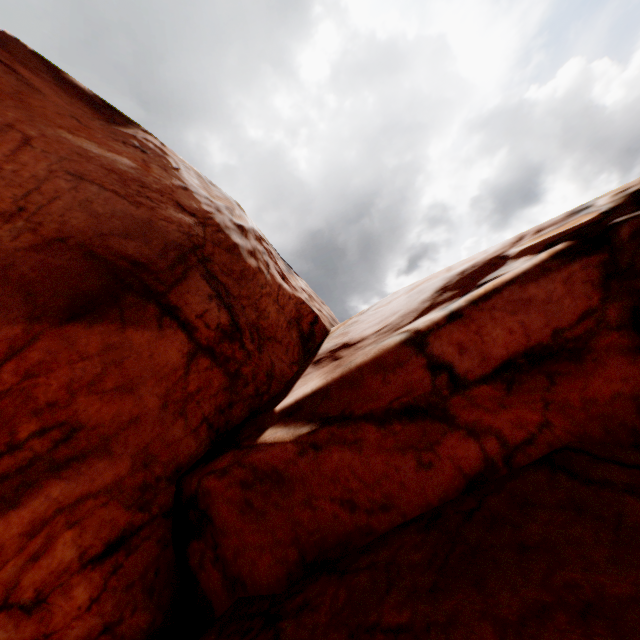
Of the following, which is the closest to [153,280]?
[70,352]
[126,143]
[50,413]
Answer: [70,352]
